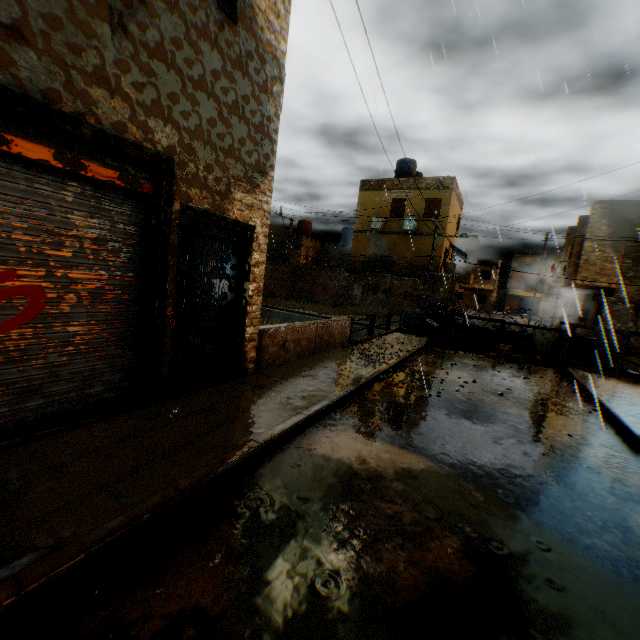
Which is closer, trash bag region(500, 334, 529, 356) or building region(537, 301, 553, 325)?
trash bag region(500, 334, 529, 356)

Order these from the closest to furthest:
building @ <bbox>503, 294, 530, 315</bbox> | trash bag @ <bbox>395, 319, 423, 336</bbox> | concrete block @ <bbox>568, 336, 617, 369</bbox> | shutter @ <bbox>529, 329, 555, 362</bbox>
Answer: concrete block @ <bbox>568, 336, 617, 369</bbox>
shutter @ <bbox>529, 329, 555, 362</bbox>
trash bag @ <bbox>395, 319, 423, 336</bbox>
building @ <bbox>503, 294, 530, 315</bbox>

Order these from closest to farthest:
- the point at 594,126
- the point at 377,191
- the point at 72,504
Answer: the point at 72,504 → the point at 594,126 → the point at 377,191

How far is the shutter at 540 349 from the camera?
13.21m

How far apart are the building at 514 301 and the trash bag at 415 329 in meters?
49.0

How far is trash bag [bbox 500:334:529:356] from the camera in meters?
13.3

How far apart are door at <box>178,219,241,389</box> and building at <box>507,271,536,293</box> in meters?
59.6 m

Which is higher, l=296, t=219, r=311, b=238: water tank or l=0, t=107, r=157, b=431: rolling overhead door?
l=296, t=219, r=311, b=238: water tank
